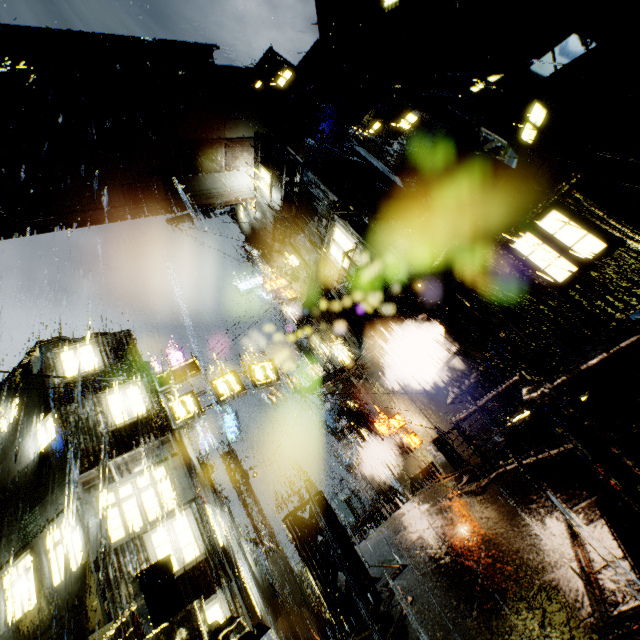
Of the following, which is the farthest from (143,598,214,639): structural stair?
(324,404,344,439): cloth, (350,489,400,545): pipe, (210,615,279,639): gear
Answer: (324,404,344,439): cloth

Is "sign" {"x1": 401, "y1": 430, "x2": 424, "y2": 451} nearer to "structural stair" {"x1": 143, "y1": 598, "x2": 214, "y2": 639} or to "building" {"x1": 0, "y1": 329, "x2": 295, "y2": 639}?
"building" {"x1": 0, "y1": 329, "x2": 295, "y2": 639}

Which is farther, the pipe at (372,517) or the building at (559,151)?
the pipe at (372,517)

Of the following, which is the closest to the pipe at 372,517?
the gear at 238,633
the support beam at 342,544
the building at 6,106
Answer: the building at 6,106

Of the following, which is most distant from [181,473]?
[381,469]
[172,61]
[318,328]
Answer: [172,61]

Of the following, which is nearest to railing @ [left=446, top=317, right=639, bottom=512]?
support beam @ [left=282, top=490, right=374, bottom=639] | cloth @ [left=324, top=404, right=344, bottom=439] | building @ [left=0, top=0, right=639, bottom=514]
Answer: building @ [left=0, top=0, right=639, bottom=514]

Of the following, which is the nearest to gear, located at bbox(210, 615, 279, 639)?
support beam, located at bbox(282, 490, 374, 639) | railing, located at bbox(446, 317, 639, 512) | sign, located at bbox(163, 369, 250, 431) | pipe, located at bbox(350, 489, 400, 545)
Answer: support beam, located at bbox(282, 490, 374, 639)

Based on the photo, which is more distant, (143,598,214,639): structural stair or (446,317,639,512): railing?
(143,598,214,639): structural stair
